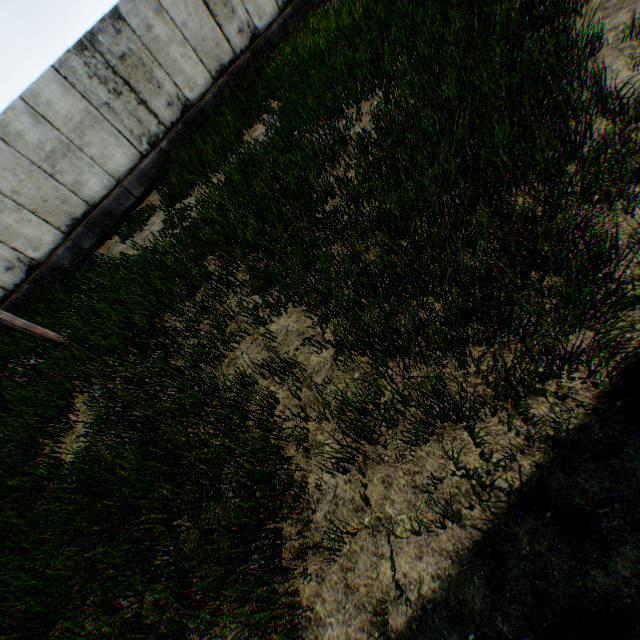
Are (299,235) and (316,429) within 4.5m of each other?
yes
